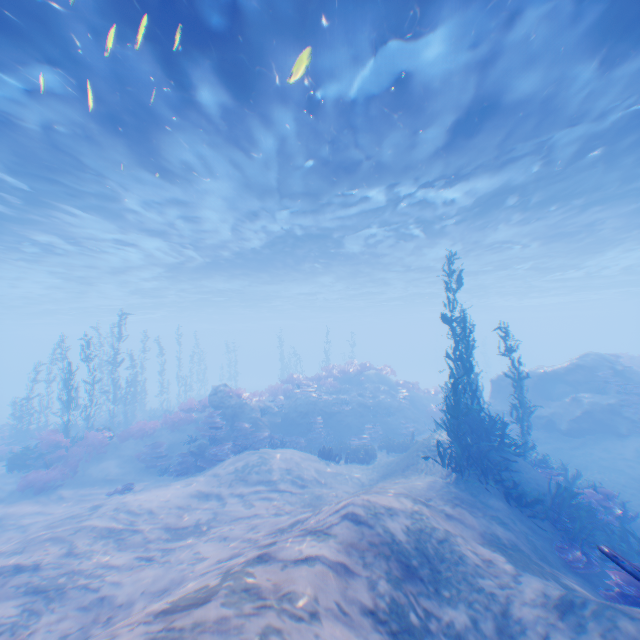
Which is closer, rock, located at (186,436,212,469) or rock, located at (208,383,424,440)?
rock, located at (186,436,212,469)

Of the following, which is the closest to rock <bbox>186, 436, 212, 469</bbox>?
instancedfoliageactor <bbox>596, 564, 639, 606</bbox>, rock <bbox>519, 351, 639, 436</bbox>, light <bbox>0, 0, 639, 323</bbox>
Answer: Result: light <bbox>0, 0, 639, 323</bbox>

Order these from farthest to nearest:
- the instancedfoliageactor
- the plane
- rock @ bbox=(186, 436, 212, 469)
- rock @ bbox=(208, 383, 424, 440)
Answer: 1. rock @ bbox=(208, 383, 424, 440)
2. rock @ bbox=(186, 436, 212, 469)
3. the instancedfoliageactor
4. the plane

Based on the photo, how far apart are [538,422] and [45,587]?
20.1 meters

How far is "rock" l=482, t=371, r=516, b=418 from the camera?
19.20m

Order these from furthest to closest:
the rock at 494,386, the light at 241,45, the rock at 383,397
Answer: the rock at 494,386, the rock at 383,397, the light at 241,45

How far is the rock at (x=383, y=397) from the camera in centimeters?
1708cm

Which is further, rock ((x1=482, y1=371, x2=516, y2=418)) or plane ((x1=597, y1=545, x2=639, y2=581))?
rock ((x1=482, y1=371, x2=516, y2=418))
